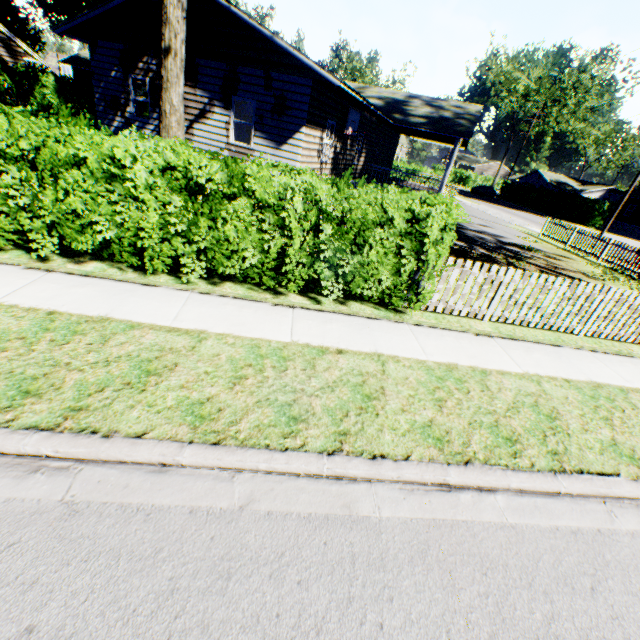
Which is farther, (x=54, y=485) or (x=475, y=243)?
(x=475, y=243)

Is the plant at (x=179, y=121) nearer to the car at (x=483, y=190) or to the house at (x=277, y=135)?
the house at (x=277, y=135)

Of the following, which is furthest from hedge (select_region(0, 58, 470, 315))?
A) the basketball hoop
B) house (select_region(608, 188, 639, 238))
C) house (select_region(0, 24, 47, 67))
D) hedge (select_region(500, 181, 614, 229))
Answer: house (select_region(608, 188, 639, 238))

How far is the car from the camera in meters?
48.8 m

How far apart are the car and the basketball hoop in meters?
41.7

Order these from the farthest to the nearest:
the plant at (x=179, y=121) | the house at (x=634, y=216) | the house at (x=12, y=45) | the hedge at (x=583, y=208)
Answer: the house at (x=634, y=216), the hedge at (x=583, y=208), the house at (x=12, y=45), the plant at (x=179, y=121)

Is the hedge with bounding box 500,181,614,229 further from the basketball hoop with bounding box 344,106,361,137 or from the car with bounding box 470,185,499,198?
the basketball hoop with bounding box 344,106,361,137

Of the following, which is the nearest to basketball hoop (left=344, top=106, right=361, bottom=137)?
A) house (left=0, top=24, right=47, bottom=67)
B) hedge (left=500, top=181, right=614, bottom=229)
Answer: house (left=0, top=24, right=47, bottom=67)
